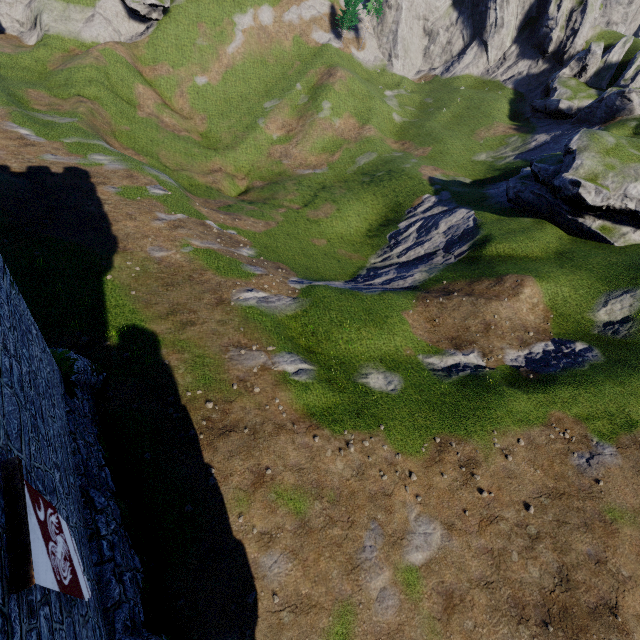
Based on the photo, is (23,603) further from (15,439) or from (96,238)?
(96,238)
